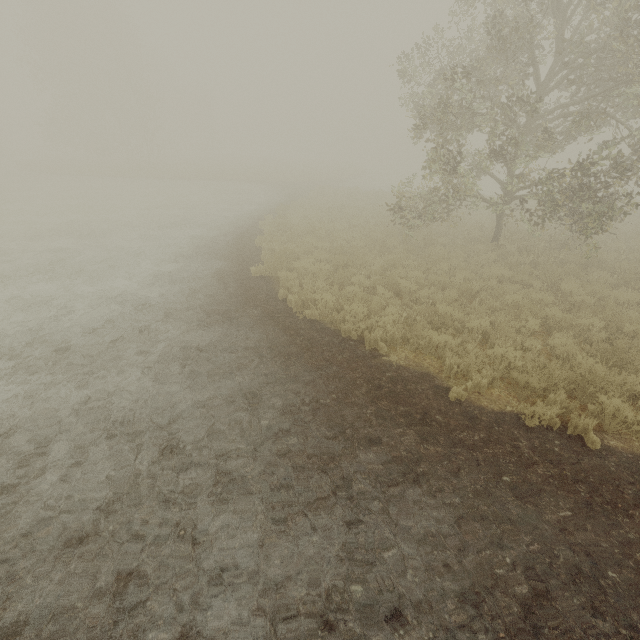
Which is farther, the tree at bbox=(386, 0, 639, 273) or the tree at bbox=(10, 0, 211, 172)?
the tree at bbox=(10, 0, 211, 172)

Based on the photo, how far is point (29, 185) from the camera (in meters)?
26.72

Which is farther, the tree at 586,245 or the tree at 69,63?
the tree at 69,63
